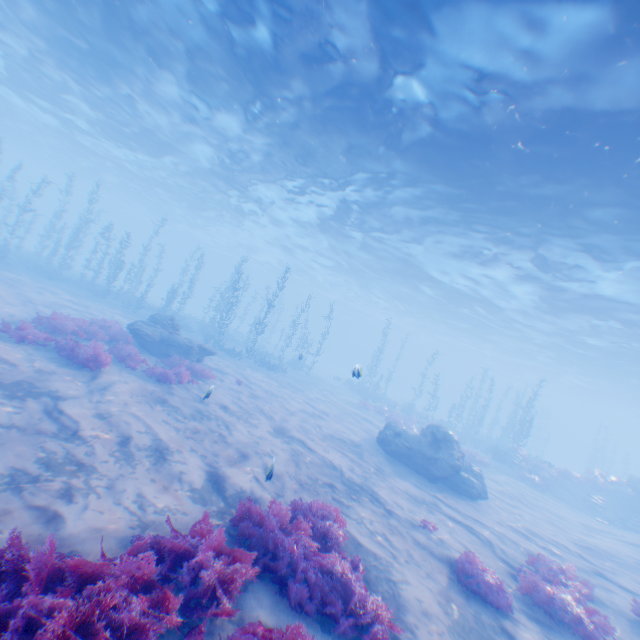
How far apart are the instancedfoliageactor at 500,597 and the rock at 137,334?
13.1 meters

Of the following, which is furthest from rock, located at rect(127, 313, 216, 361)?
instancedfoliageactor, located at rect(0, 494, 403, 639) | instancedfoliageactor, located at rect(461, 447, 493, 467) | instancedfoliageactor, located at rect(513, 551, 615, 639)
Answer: instancedfoliageactor, located at rect(461, 447, 493, 467)

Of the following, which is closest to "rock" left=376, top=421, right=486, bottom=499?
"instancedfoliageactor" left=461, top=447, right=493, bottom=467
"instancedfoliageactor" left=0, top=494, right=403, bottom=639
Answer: "instancedfoliageactor" left=0, top=494, right=403, bottom=639

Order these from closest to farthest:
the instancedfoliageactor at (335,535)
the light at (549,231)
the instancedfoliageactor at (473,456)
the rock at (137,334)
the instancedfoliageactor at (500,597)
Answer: the instancedfoliageactor at (335,535)
the instancedfoliageactor at (500,597)
the light at (549,231)
the rock at (137,334)
the instancedfoliageactor at (473,456)

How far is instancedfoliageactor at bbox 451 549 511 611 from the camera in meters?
6.8 m

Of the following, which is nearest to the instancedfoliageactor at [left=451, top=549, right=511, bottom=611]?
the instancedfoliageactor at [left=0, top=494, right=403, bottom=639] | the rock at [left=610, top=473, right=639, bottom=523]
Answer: the instancedfoliageactor at [left=0, top=494, right=403, bottom=639]

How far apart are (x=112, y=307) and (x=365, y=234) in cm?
1963

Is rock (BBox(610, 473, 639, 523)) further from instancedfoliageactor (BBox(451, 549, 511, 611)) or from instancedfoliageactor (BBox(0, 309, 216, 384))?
instancedfoliageactor (BBox(0, 309, 216, 384))
